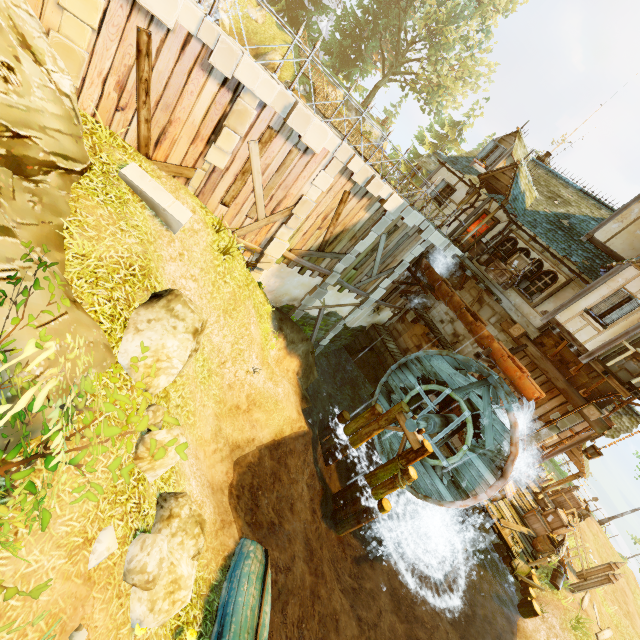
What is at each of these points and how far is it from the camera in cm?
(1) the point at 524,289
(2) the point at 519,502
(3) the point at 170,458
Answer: (1) window, 1492
(2) wooden platform, 1580
(3) rock, 597

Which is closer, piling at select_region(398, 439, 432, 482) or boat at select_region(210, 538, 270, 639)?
boat at select_region(210, 538, 270, 639)

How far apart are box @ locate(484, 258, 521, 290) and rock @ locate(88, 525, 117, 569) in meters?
15.9

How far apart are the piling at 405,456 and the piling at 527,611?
8.3m

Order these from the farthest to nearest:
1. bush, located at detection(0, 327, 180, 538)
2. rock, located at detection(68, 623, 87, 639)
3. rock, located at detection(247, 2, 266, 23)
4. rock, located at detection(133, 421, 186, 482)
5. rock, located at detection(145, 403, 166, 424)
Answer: rock, located at detection(247, 2, 266, 23)
rock, located at detection(145, 403, 166, 424)
rock, located at detection(133, 421, 186, 482)
rock, located at detection(68, 623, 87, 639)
bush, located at detection(0, 327, 180, 538)

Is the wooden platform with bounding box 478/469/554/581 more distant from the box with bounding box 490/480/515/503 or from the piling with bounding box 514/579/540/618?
the piling with bounding box 514/579/540/618

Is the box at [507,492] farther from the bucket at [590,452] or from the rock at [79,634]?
the rock at [79,634]

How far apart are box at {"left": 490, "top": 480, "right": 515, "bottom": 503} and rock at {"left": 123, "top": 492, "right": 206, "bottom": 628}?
12.8m
